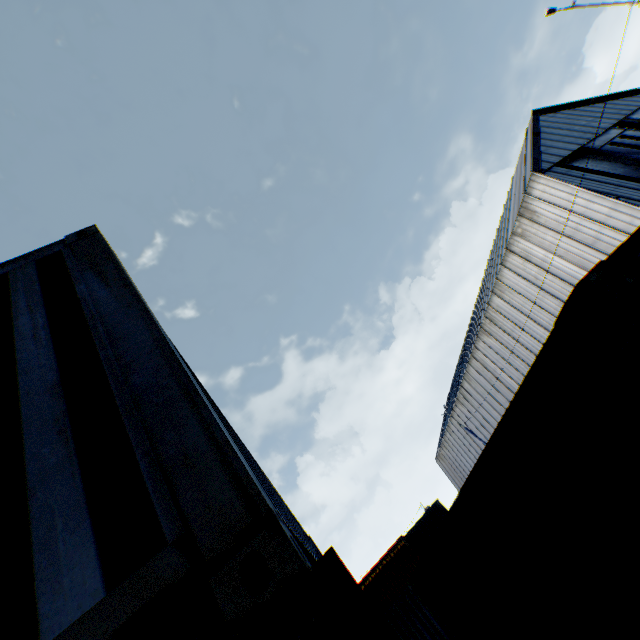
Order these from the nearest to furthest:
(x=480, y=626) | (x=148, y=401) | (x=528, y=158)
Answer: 1. (x=148, y=401)
2. (x=480, y=626)
3. (x=528, y=158)

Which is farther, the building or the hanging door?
the hanging door

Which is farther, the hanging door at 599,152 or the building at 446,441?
Result: the hanging door at 599,152
